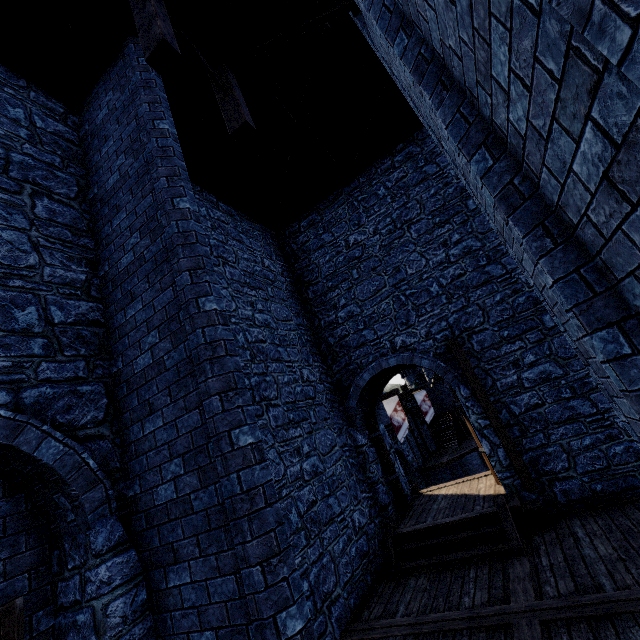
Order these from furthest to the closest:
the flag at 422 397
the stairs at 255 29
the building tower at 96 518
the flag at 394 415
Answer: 1. the flag at 422 397
2. the flag at 394 415
3. the stairs at 255 29
4. the building tower at 96 518

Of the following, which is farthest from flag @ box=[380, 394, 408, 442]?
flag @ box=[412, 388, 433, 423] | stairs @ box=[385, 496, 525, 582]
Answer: stairs @ box=[385, 496, 525, 582]

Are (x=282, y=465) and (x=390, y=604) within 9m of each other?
yes

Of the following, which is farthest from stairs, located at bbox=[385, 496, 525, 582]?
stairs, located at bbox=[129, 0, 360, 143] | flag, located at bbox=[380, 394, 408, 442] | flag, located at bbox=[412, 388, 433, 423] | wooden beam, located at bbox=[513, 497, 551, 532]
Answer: flag, located at bbox=[412, 388, 433, 423]

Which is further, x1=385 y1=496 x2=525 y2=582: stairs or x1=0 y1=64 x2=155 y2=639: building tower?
x1=385 y1=496 x2=525 y2=582: stairs

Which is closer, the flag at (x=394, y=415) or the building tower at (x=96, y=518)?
the building tower at (x=96, y=518)

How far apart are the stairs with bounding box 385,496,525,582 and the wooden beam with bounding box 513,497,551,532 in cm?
22

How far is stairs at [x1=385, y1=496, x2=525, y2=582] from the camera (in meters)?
5.82
